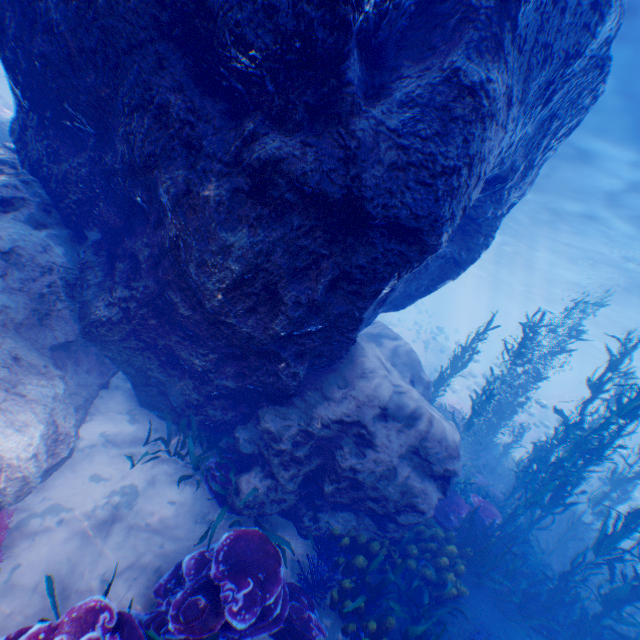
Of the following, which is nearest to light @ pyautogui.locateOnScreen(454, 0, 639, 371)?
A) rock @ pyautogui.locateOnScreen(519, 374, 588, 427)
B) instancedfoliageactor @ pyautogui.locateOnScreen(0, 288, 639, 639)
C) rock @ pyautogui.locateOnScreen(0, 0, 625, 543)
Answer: rock @ pyautogui.locateOnScreen(0, 0, 625, 543)

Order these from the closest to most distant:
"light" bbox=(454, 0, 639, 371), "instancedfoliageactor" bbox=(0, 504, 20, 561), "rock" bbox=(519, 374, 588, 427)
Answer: "instancedfoliageactor" bbox=(0, 504, 20, 561) → "light" bbox=(454, 0, 639, 371) → "rock" bbox=(519, 374, 588, 427)

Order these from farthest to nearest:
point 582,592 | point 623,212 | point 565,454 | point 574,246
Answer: point 574,246 → point 623,212 → point 582,592 → point 565,454

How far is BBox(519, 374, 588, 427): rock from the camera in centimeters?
1757cm

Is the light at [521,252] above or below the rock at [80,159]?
above

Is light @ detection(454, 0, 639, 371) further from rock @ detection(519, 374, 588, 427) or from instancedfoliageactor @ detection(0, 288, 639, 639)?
instancedfoliageactor @ detection(0, 288, 639, 639)

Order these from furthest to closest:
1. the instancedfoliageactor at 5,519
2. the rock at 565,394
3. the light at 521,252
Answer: the rock at 565,394, the light at 521,252, the instancedfoliageactor at 5,519

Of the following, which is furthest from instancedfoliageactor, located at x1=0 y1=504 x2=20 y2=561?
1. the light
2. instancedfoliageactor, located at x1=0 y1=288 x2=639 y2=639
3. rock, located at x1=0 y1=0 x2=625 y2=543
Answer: the light
